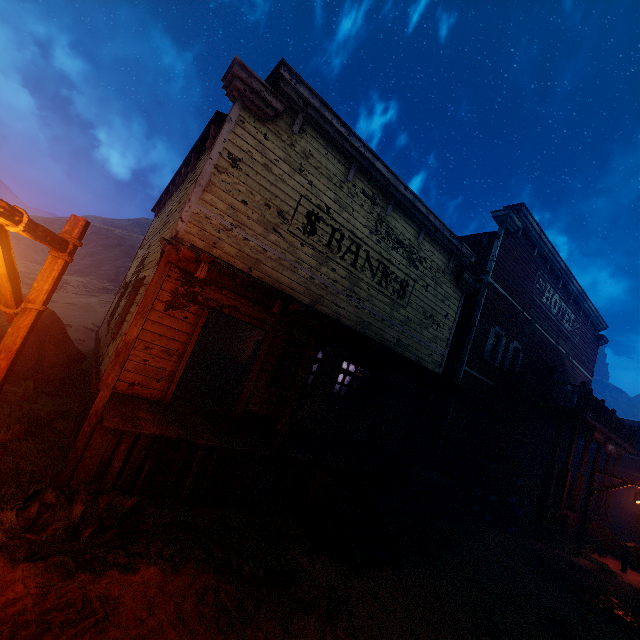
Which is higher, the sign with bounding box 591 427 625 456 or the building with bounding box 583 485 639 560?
the sign with bounding box 591 427 625 456

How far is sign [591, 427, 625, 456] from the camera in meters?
13.3

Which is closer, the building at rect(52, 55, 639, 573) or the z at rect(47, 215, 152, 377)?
the building at rect(52, 55, 639, 573)

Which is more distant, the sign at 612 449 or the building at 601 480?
the building at 601 480

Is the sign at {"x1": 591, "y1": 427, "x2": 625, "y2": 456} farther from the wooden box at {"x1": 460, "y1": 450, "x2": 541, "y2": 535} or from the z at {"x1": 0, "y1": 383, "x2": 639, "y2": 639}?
the z at {"x1": 0, "y1": 383, "x2": 639, "y2": 639}

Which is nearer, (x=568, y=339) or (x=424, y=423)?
(x=424, y=423)

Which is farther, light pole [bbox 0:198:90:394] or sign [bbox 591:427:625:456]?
sign [bbox 591:427:625:456]

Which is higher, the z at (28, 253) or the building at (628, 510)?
the z at (28, 253)
